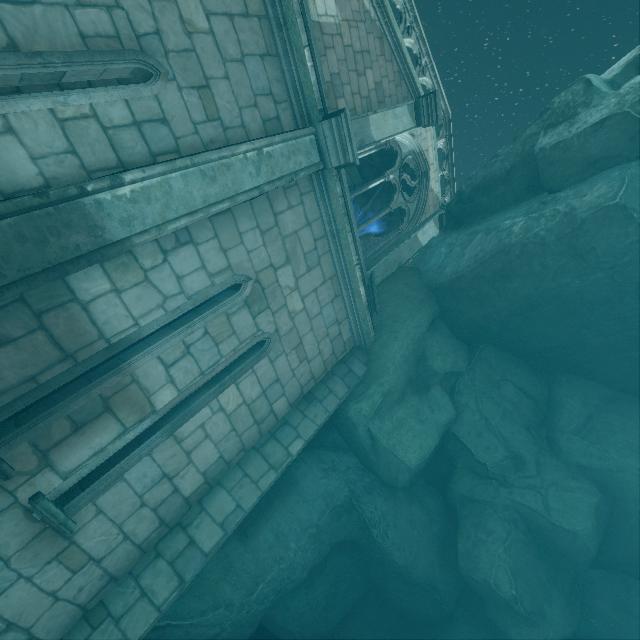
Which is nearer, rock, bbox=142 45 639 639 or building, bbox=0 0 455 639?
building, bbox=0 0 455 639

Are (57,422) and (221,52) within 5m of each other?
yes

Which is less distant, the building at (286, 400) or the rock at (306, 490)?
the building at (286, 400)
